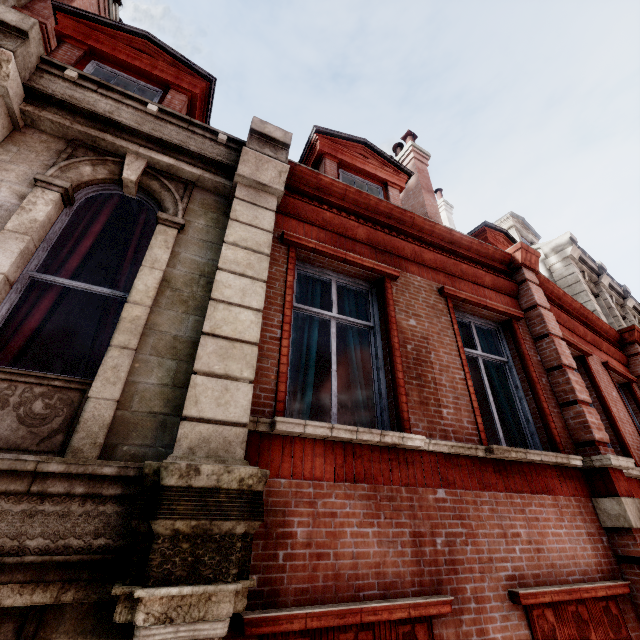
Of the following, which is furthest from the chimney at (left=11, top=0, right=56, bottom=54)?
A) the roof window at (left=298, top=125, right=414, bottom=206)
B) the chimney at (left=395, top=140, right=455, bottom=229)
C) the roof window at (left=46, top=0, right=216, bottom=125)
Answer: the chimney at (left=395, top=140, right=455, bottom=229)

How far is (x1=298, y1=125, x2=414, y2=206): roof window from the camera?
6.8 meters

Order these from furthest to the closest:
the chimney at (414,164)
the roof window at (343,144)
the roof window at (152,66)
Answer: the chimney at (414,164) → the roof window at (343,144) → the roof window at (152,66)

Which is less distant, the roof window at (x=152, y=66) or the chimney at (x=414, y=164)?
the roof window at (x=152, y=66)

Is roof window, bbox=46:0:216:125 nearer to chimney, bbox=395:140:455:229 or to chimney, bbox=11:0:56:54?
chimney, bbox=11:0:56:54

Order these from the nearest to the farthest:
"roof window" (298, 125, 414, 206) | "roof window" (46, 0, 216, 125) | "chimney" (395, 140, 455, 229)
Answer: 1. "roof window" (46, 0, 216, 125)
2. "roof window" (298, 125, 414, 206)
3. "chimney" (395, 140, 455, 229)

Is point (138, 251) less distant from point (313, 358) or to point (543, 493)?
point (313, 358)

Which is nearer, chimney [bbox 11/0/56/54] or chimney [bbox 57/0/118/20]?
chimney [bbox 11/0/56/54]
